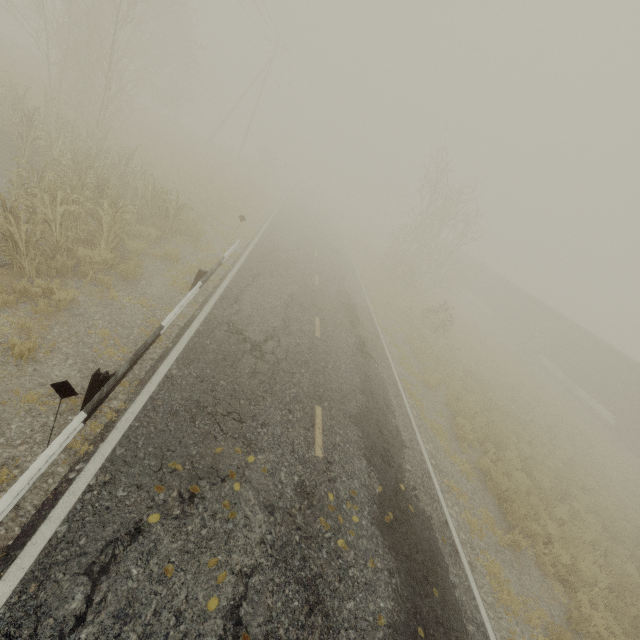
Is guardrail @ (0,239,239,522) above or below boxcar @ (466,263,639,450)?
below

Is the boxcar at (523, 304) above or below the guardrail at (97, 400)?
above

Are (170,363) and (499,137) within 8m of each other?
no

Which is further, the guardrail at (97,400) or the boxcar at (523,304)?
the boxcar at (523,304)

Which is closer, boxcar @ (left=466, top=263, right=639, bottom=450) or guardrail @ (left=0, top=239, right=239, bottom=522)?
guardrail @ (left=0, top=239, right=239, bottom=522)
